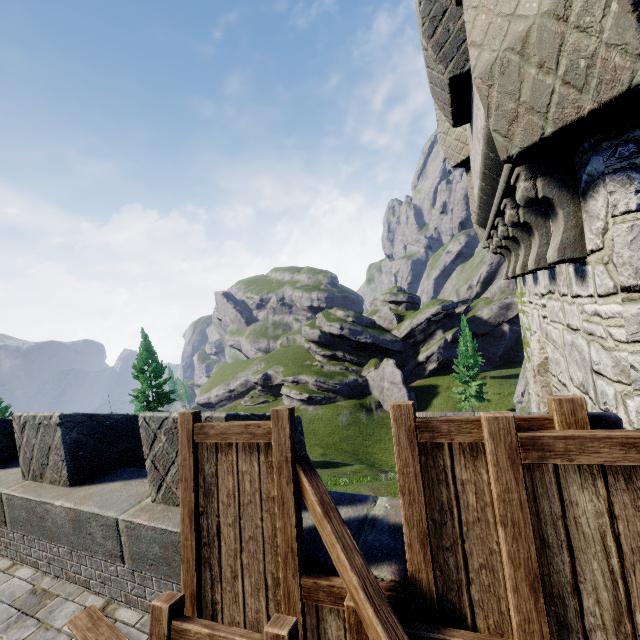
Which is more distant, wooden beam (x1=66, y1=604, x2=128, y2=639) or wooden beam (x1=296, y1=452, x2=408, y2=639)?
wooden beam (x1=66, y1=604, x2=128, y2=639)

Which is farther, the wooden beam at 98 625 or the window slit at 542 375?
the window slit at 542 375

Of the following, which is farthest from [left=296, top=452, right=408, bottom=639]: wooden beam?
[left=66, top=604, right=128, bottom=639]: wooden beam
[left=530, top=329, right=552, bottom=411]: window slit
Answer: [left=530, top=329, right=552, bottom=411]: window slit

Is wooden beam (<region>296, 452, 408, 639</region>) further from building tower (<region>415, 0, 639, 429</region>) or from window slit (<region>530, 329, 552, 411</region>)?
window slit (<region>530, 329, 552, 411</region>)

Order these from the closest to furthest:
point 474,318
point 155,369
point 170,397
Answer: point 155,369, point 170,397, point 474,318

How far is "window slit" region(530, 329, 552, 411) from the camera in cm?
438

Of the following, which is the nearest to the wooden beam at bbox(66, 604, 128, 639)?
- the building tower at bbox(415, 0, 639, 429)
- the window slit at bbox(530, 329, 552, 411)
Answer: the building tower at bbox(415, 0, 639, 429)

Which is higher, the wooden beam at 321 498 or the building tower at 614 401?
the building tower at 614 401
